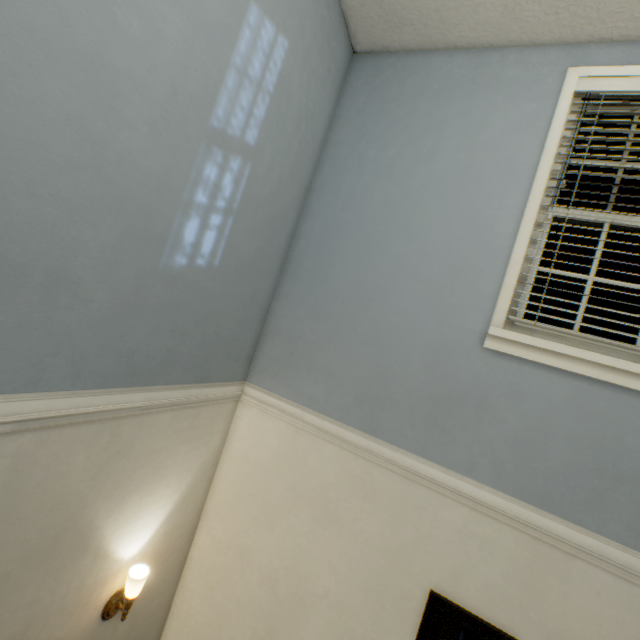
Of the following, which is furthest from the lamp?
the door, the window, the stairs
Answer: the window

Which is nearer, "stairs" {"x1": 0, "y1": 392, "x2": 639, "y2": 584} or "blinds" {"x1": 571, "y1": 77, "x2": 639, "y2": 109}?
"stairs" {"x1": 0, "y1": 392, "x2": 639, "y2": 584}

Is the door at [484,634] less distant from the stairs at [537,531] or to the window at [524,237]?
the stairs at [537,531]

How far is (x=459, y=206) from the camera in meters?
1.9

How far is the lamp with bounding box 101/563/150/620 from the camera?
1.6m

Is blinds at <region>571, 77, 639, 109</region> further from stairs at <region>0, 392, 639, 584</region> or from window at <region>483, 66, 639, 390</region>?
stairs at <region>0, 392, 639, 584</region>

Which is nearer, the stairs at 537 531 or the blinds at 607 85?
the stairs at 537 531

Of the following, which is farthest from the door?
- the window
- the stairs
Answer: the window
